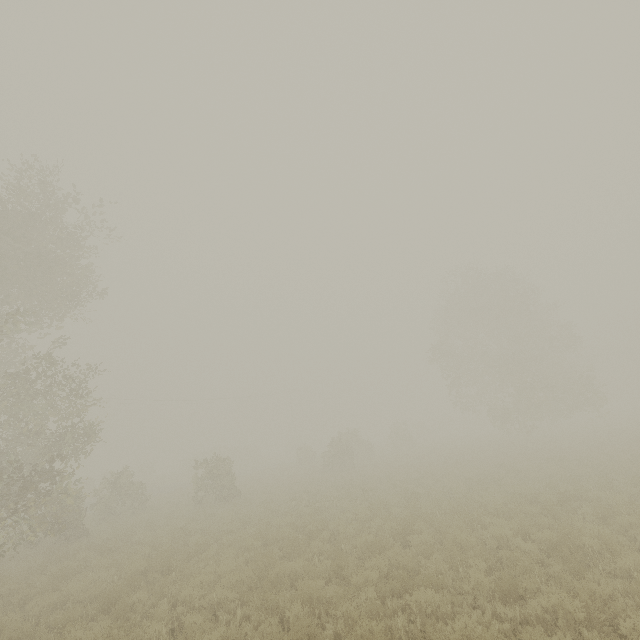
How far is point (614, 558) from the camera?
7.2 meters
